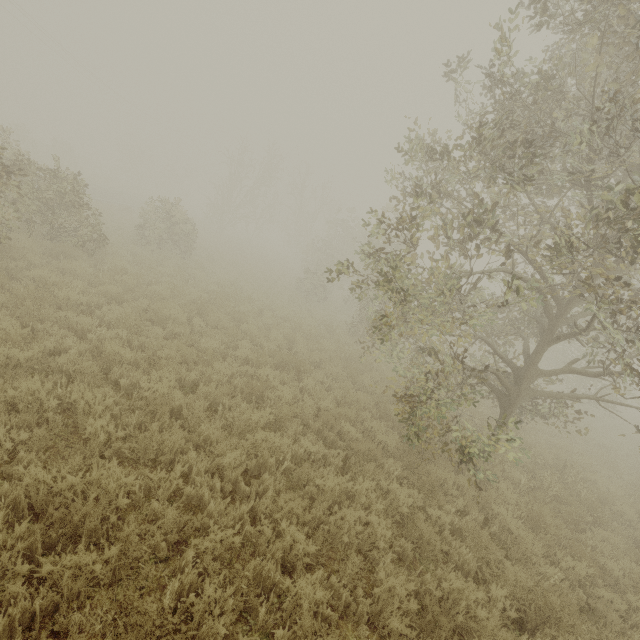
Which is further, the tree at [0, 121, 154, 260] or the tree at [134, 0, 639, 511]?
the tree at [0, 121, 154, 260]

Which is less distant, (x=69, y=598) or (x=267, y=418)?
(x=69, y=598)

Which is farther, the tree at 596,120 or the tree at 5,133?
the tree at 5,133
